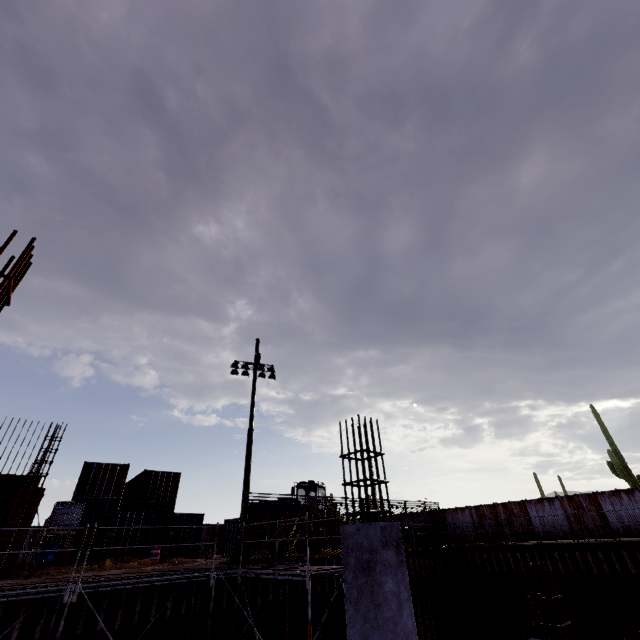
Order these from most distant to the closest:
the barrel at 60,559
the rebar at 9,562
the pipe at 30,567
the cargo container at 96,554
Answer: the cargo container at 96,554 → the barrel at 60,559 → the rebar at 9,562 → the pipe at 30,567

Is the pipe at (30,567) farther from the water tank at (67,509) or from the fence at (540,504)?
the fence at (540,504)

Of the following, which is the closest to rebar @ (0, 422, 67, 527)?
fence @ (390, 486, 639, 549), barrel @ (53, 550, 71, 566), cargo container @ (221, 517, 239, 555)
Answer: barrel @ (53, 550, 71, 566)

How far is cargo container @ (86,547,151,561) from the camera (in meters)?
17.08

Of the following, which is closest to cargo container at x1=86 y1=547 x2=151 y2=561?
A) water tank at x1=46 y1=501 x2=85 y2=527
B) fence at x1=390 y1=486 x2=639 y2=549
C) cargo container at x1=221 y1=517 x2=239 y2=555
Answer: water tank at x1=46 y1=501 x2=85 y2=527

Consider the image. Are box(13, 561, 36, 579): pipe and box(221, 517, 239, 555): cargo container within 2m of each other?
no

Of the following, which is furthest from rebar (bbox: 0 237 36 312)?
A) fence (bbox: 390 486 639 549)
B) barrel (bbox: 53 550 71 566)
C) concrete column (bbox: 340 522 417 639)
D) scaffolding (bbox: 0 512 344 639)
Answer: fence (bbox: 390 486 639 549)

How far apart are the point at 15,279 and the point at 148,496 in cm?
2312
